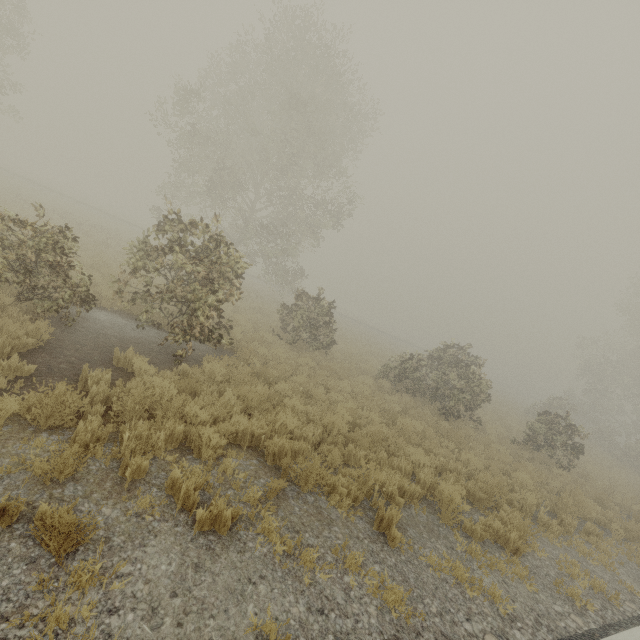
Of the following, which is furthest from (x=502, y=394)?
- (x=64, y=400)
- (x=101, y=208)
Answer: (x=101, y=208)

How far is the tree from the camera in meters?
13.8

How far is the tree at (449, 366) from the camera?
13.8 meters
